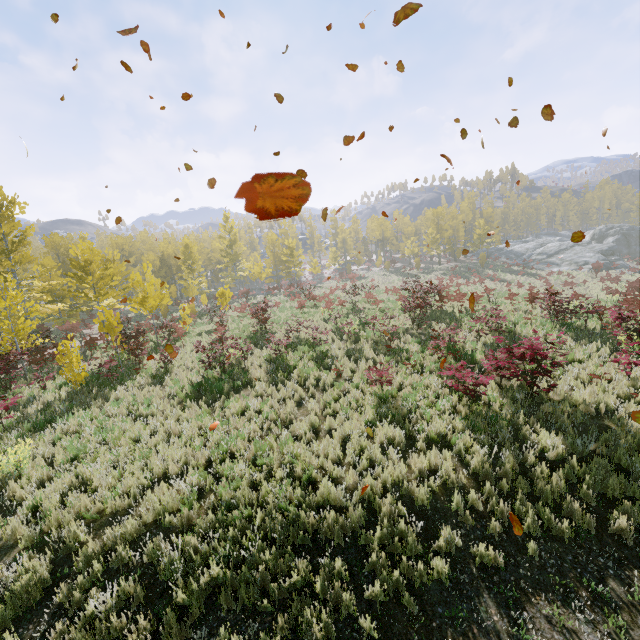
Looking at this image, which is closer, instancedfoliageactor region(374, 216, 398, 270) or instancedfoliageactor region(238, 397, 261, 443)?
instancedfoliageactor region(238, 397, 261, 443)

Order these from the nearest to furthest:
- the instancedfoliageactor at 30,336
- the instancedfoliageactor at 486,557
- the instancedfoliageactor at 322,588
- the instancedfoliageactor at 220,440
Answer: the instancedfoliageactor at 322,588, the instancedfoliageactor at 486,557, the instancedfoliageactor at 220,440, the instancedfoliageactor at 30,336

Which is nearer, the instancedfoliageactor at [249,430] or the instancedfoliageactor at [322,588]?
the instancedfoliageactor at [322,588]

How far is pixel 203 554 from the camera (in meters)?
5.34

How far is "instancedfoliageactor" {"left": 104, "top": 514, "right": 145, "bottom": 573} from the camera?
5.3 meters

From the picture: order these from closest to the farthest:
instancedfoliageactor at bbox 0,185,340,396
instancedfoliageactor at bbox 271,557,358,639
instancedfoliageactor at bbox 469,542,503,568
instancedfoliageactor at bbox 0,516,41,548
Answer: instancedfoliageactor at bbox 271,557,358,639 → instancedfoliageactor at bbox 469,542,503,568 → instancedfoliageactor at bbox 0,516,41,548 → instancedfoliageactor at bbox 0,185,340,396
